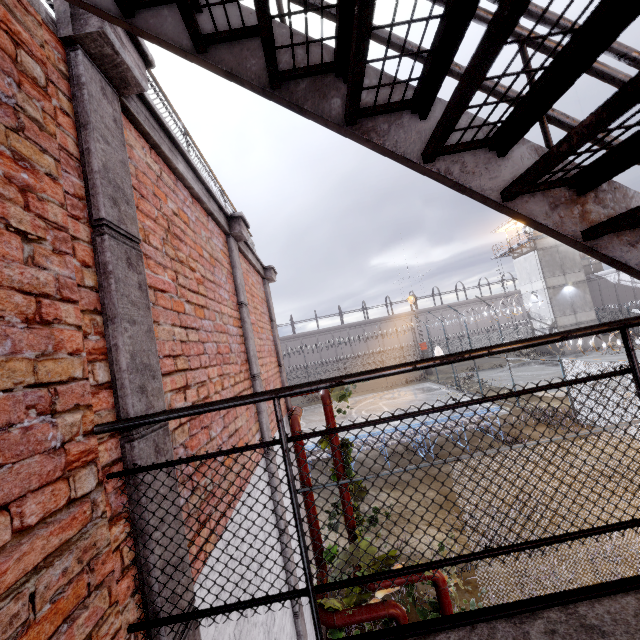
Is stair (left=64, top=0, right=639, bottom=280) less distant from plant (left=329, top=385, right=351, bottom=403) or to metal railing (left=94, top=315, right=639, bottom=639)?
metal railing (left=94, top=315, right=639, bottom=639)

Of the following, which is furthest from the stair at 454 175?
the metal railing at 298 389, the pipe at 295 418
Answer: the pipe at 295 418

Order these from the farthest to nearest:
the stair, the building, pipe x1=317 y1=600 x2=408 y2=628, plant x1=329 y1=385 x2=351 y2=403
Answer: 1. the building
2. plant x1=329 y1=385 x2=351 y2=403
3. pipe x1=317 y1=600 x2=408 y2=628
4. the stair

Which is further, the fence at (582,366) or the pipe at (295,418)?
the fence at (582,366)

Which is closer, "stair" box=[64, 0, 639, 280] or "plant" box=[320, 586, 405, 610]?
"stair" box=[64, 0, 639, 280]

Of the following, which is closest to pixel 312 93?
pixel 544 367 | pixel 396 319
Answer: pixel 544 367

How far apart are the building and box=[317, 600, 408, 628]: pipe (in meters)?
34.15
